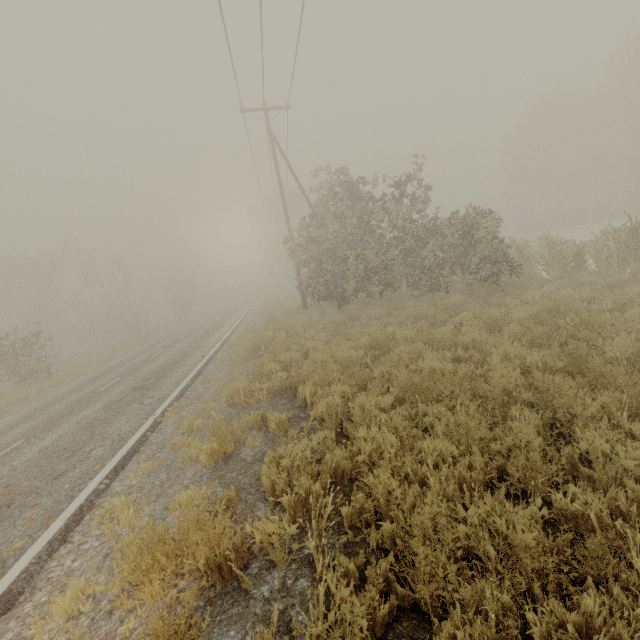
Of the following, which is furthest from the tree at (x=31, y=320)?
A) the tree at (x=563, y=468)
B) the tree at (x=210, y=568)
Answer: the tree at (x=563, y=468)

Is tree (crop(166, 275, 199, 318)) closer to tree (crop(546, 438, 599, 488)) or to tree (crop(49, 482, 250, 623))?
tree (crop(49, 482, 250, 623))

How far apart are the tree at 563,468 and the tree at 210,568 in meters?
4.0

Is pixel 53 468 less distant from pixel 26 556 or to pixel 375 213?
pixel 26 556

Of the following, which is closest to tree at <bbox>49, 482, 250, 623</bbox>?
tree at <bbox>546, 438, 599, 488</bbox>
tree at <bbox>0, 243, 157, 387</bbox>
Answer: tree at <bbox>546, 438, 599, 488</bbox>

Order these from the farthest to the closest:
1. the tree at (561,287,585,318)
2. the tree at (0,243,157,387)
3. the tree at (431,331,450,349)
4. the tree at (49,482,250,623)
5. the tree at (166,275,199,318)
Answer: the tree at (166,275,199,318) < the tree at (0,243,157,387) < the tree at (431,331,450,349) < the tree at (561,287,585,318) < the tree at (49,482,250,623)

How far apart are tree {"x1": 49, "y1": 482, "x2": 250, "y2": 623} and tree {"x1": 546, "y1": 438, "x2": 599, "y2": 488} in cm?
401
